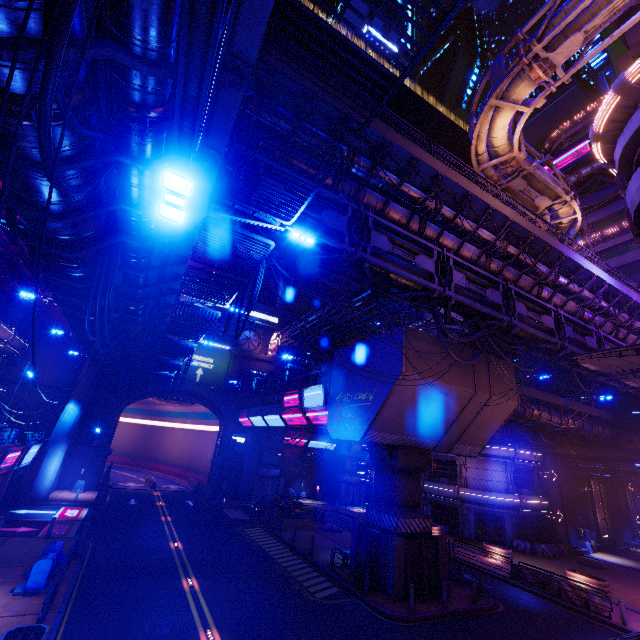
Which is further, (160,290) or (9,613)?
(160,290)

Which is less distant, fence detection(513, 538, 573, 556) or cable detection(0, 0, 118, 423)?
cable detection(0, 0, 118, 423)

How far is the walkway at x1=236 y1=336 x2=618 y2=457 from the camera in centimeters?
1811cm

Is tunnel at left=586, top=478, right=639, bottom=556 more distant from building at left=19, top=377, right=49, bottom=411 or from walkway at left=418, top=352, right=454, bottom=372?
building at left=19, top=377, right=49, bottom=411

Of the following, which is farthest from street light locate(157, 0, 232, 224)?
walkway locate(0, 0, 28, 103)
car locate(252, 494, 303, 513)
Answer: car locate(252, 494, 303, 513)

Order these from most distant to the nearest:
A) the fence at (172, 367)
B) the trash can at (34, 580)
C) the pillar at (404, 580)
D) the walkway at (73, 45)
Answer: the fence at (172, 367) → the pillar at (404, 580) → the trash can at (34, 580) → the walkway at (73, 45)

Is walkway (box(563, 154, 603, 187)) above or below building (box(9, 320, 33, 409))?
above

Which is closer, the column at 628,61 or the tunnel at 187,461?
the column at 628,61
